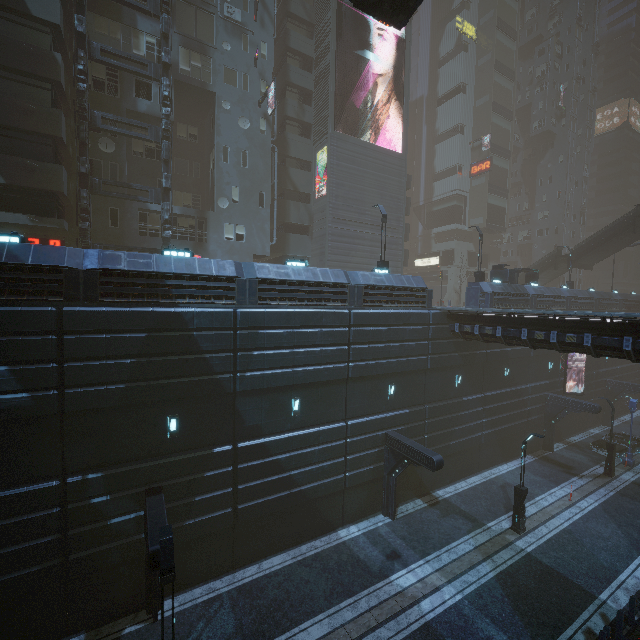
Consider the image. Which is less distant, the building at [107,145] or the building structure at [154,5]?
the building structure at [154,5]

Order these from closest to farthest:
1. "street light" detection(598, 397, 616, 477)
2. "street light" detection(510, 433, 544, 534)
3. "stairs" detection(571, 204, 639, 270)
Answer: "street light" detection(510, 433, 544, 534) → "street light" detection(598, 397, 616, 477) → "stairs" detection(571, 204, 639, 270)

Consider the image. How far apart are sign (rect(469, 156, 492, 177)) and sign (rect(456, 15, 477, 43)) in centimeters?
1780cm

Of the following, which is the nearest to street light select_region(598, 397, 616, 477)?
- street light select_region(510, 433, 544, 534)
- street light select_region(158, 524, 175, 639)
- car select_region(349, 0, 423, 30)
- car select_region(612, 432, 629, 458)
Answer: car select_region(612, 432, 629, 458)

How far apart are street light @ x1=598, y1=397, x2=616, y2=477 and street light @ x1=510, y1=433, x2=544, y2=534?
11.3 meters

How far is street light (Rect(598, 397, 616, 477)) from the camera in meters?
23.3

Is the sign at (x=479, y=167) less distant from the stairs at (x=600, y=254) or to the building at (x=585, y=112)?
the building at (x=585, y=112)

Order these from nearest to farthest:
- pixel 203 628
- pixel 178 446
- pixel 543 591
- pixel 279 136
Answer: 1. pixel 203 628
2. pixel 178 446
3. pixel 543 591
4. pixel 279 136
